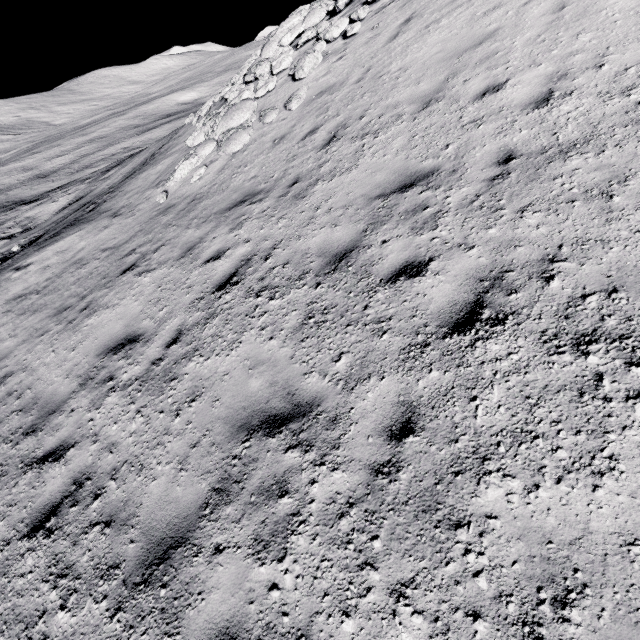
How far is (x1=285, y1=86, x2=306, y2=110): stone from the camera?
9.4m

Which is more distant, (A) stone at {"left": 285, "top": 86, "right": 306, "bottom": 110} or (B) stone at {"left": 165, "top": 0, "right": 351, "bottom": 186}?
(B) stone at {"left": 165, "top": 0, "right": 351, "bottom": 186}

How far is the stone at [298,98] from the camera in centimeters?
943cm

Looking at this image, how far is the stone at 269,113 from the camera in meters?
9.8

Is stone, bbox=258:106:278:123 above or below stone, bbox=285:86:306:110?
below

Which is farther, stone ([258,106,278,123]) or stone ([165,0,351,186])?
stone ([165,0,351,186])

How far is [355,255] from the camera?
4.8m

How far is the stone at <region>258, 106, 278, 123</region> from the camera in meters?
9.8
